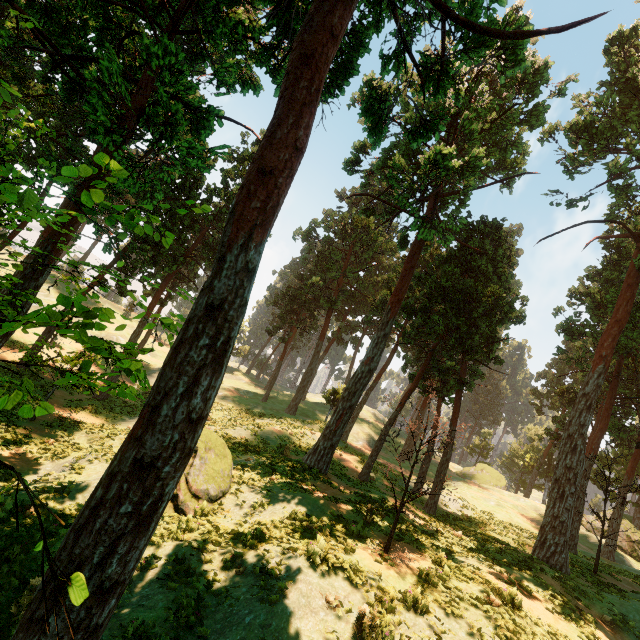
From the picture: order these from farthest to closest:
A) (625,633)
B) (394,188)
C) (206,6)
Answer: (394,188) < (206,6) < (625,633)

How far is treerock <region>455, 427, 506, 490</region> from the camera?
46.8m

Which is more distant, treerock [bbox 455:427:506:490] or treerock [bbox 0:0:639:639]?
treerock [bbox 455:427:506:490]

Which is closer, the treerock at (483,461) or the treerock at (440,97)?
the treerock at (440,97)

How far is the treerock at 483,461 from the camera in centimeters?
4678cm
